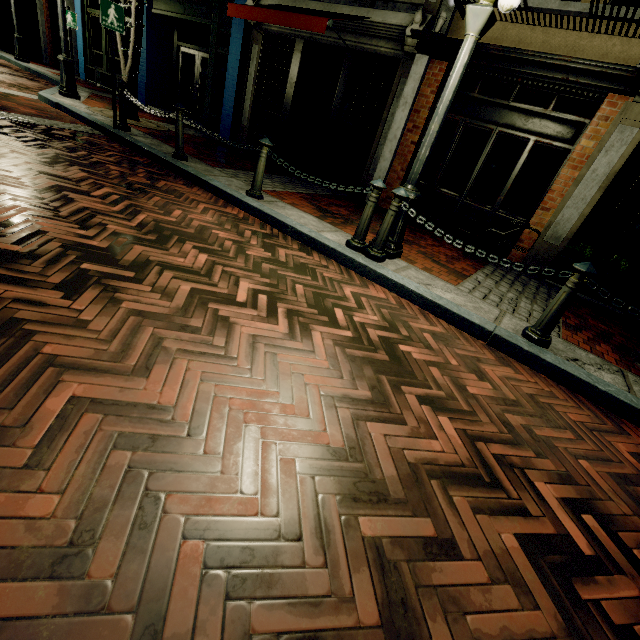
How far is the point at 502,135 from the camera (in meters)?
6.55

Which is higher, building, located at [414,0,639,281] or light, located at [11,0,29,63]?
building, located at [414,0,639,281]

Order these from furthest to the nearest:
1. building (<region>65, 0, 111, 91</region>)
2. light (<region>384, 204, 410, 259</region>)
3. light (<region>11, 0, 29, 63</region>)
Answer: building (<region>65, 0, 111, 91</region>)
light (<region>11, 0, 29, 63</region>)
light (<region>384, 204, 410, 259</region>)

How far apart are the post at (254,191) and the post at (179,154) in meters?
1.7

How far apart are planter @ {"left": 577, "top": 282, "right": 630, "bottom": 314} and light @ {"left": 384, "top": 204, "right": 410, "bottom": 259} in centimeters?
354cm

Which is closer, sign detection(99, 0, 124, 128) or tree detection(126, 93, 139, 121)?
sign detection(99, 0, 124, 128)

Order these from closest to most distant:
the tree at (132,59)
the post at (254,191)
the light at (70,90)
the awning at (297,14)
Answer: →
1. the post at (254,191)
2. the awning at (297,14)
3. the tree at (132,59)
4. the light at (70,90)

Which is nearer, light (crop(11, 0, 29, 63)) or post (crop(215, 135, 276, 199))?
post (crop(215, 135, 276, 199))
